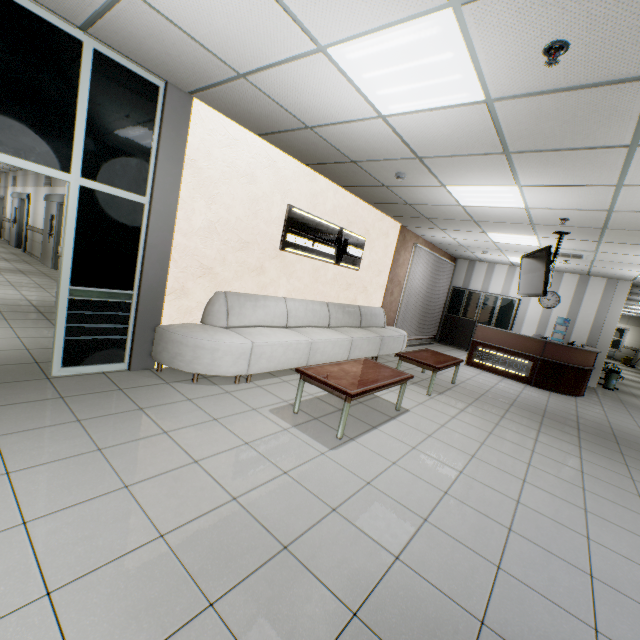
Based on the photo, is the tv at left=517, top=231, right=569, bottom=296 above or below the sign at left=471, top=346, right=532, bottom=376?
above

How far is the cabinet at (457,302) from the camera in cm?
1078

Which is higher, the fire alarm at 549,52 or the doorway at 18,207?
the fire alarm at 549,52

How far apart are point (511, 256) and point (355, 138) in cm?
760

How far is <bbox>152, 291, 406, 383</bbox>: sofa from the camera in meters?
3.9

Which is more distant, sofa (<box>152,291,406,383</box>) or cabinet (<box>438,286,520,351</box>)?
cabinet (<box>438,286,520,351</box>)

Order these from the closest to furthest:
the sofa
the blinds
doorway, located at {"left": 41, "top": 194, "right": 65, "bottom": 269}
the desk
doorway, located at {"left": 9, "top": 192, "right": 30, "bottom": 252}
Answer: the sofa → the desk → the blinds → doorway, located at {"left": 41, "top": 194, "right": 65, "bottom": 269} → doorway, located at {"left": 9, "top": 192, "right": 30, "bottom": 252}

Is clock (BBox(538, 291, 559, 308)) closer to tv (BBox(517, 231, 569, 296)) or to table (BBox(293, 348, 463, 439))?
tv (BBox(517, 231, 569, 296))
